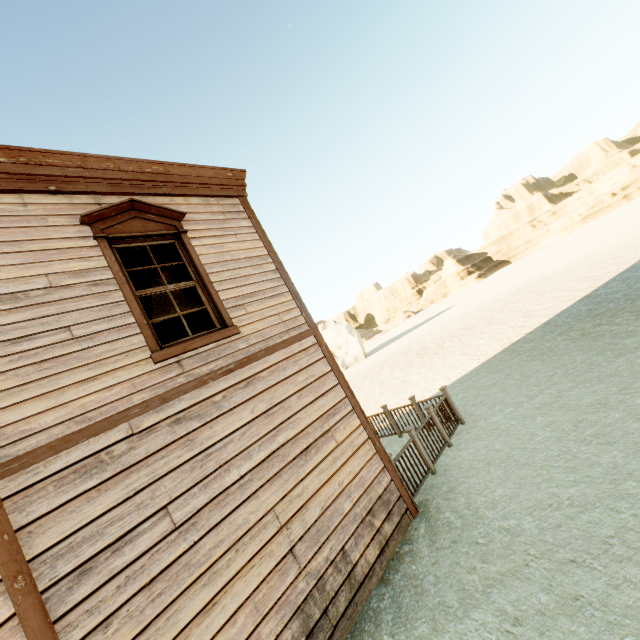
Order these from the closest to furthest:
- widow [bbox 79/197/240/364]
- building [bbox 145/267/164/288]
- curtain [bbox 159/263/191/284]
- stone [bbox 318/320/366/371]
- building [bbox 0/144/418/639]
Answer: building [bbox 0/144/418/639] → widow [bbox 79/197/240/364] → curtain [bbox 159/263/191/284] → building [bbox 145/267/164/288] → stone [bbox 318/320/366/371]

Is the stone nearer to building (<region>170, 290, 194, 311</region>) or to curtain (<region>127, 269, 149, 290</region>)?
building (<region>170, 290, 194, 311</region>)

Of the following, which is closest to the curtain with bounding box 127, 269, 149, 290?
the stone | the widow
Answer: the widow

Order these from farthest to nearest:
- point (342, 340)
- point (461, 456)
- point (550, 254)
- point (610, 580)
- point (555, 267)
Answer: point (550, 254), point (342, 340), point (555, 267), point (461, 456), point (610, 580)

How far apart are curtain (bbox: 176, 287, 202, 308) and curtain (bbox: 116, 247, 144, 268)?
0.15m

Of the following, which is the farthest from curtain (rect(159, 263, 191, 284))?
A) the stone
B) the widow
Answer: the stone

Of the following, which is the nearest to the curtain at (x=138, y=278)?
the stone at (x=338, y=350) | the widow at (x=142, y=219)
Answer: the widow at (x=142, y=219)

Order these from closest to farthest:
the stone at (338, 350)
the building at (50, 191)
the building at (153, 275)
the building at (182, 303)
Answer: the building at (50, 191) < the building at (153, 275) < the building at (182, 303) < the stone at (338, 350)
